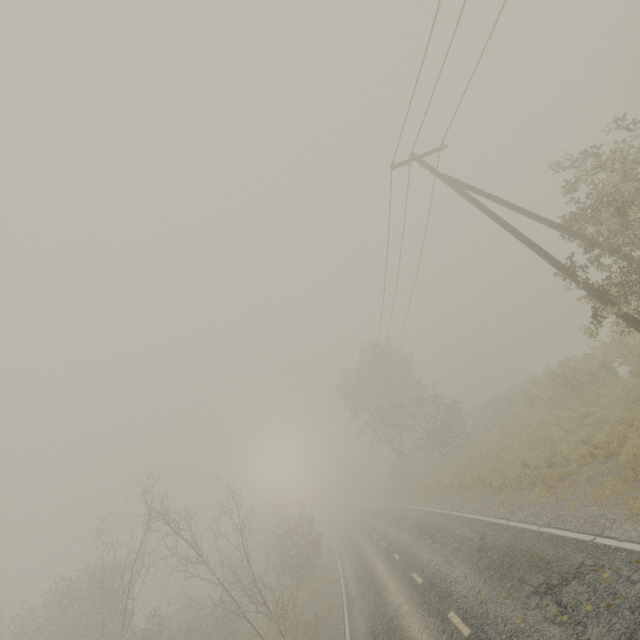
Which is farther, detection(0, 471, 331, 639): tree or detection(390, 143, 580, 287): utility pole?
detection(0, 471, 331, 639): tree

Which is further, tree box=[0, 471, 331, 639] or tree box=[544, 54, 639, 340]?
tree box=[0, 471, 331, 639]

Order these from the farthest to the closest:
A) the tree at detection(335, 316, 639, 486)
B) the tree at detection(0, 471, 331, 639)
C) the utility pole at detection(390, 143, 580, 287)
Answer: the tree at detection(335, 316, 639, 486) → the tree at detection(0, 471, 331, 639) → the utility pole at detection(390, 143, 580, 287)

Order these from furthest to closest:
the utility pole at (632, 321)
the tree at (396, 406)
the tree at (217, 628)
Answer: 1. the tree at (396, 406)
2. the tree at (217, 628)
3. the utility pole at (632, 321)

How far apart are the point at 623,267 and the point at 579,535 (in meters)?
7.50

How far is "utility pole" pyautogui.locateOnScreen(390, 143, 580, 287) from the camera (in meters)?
10.06

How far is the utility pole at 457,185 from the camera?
10.1m
